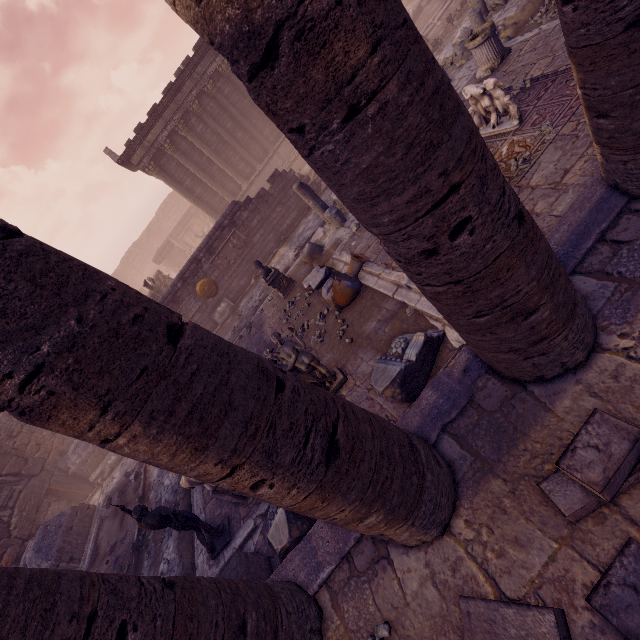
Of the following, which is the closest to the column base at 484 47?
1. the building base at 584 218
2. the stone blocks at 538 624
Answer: the building base at 584 218

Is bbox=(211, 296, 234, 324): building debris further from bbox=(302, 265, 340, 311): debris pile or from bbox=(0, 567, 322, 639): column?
bbox=(0, 567, 322, 639): column

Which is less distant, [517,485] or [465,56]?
[517,485]

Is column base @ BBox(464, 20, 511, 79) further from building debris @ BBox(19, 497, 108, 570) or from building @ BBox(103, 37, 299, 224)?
building debris @ BBox(19, 497, 108, 570)

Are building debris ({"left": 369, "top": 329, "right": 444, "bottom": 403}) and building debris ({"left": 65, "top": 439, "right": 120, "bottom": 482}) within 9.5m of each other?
no

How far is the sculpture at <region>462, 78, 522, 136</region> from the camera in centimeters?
609cm

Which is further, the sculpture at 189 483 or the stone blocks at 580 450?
the sculpture at 189 483

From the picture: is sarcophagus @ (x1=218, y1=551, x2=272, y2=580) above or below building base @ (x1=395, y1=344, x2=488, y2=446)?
below
